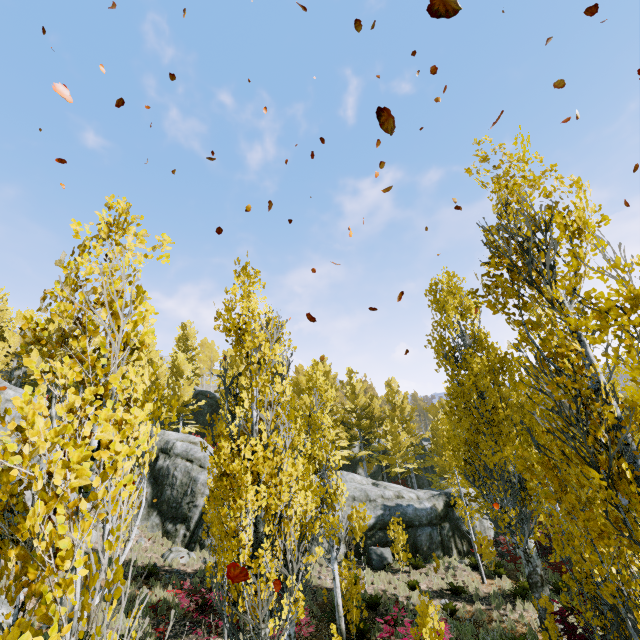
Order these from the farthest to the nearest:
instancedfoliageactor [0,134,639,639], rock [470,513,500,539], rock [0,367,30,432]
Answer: rock [0,367,30,432] < rock [470,513,500,539] < instancedfoliageactor [0,134,639,639]

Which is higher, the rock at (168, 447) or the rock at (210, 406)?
the rock at (210, 406)

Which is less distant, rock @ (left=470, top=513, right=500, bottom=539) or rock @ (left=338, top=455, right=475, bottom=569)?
rock @ (left=338, top=455, right=475, bottom=569)

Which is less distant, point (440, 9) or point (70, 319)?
point (440, 9)

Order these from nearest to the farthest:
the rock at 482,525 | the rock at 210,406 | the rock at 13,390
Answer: the rock at 482,525 → the rock at 13,390 → the rock at 210,406

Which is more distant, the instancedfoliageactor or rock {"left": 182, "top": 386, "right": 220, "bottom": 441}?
rock {"left": 182, "top": 386, "right": 220, "bottom": 441}

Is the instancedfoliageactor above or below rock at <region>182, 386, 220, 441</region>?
below
